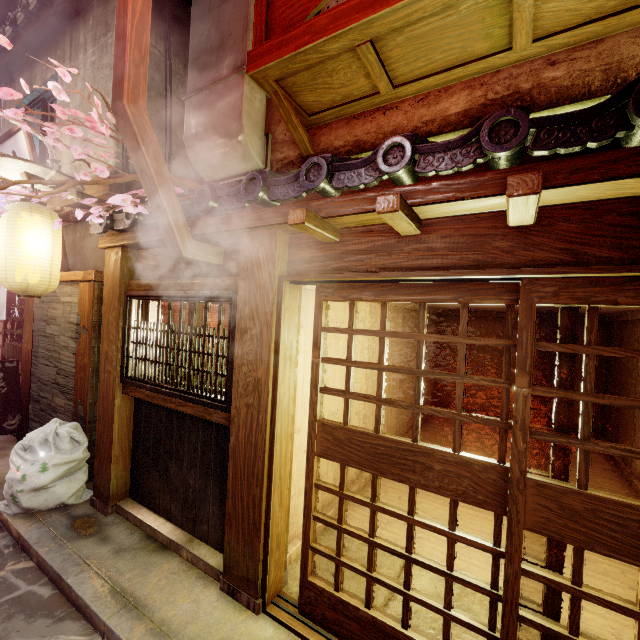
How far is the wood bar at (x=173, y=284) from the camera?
5.5m

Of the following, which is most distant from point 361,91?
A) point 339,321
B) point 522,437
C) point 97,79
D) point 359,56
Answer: point 97,79

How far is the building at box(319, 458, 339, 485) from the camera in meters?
7.1

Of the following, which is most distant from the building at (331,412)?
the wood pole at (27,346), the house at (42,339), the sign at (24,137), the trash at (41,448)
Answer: the sign at (24,137)

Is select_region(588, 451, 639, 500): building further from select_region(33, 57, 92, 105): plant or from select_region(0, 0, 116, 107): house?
select_region(0, 0, 116, 107): house

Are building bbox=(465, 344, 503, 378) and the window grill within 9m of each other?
no

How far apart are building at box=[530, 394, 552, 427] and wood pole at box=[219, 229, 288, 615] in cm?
1373

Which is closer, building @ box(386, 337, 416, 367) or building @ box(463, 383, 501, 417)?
building @ box(386, 337, 416, 367)
